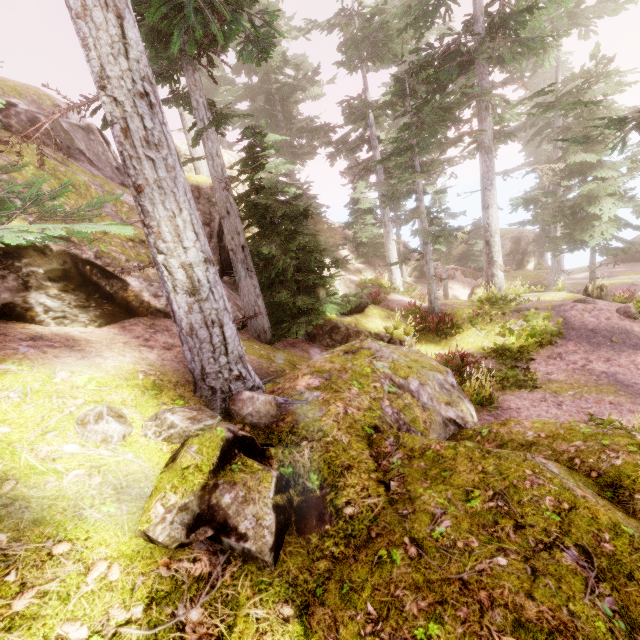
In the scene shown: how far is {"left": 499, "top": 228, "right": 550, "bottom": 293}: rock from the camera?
26.1m

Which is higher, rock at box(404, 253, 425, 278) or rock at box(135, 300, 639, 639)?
rock at box(135, 300, 639, 639)

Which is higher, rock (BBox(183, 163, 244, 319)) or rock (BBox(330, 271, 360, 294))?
rock (BBox(183, 163, 244, 319))

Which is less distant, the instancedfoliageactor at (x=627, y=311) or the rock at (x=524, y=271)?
the instancedfoliageactor at (x=627, y=311)

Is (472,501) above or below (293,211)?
below

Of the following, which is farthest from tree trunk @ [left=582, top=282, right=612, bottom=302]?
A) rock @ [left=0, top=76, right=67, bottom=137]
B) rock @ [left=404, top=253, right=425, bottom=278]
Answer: rock @ [left=404, top=253, right=425, bottom=278]

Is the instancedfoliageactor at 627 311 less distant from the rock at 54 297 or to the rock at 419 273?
the rock at 54 297

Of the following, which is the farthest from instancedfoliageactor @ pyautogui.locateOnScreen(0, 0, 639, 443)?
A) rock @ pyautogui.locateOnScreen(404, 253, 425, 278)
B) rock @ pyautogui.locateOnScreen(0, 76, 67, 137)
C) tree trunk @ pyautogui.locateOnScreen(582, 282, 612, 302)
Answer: tree trunk @ pyautogui.locateOnScreen(582, 282, 612, 302)
